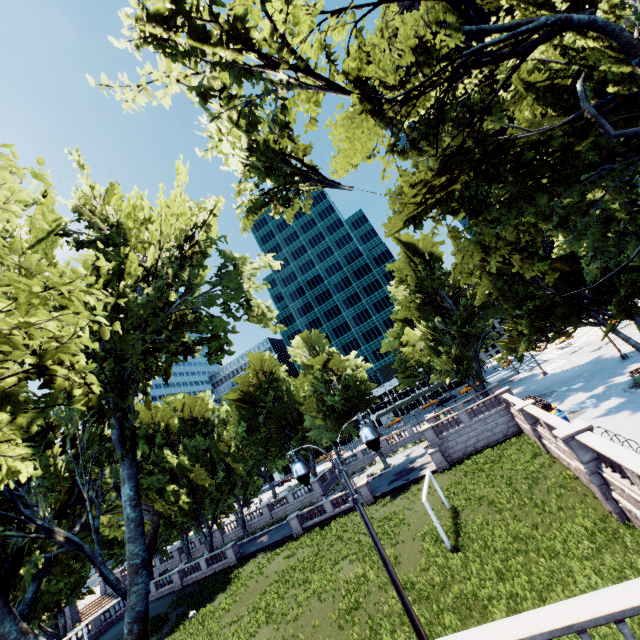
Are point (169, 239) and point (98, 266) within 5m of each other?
yes

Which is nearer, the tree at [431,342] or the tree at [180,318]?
the tree at [180,318]

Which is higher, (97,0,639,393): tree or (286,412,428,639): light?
(97,0,639,393): tree

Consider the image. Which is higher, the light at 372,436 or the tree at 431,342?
the tree at 431,342

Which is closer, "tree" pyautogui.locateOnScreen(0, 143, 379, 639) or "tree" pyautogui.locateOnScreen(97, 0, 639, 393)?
"tree" pyautogui.locateOnScreen(0, 143, 379, 639)

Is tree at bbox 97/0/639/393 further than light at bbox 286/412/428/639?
Yes
